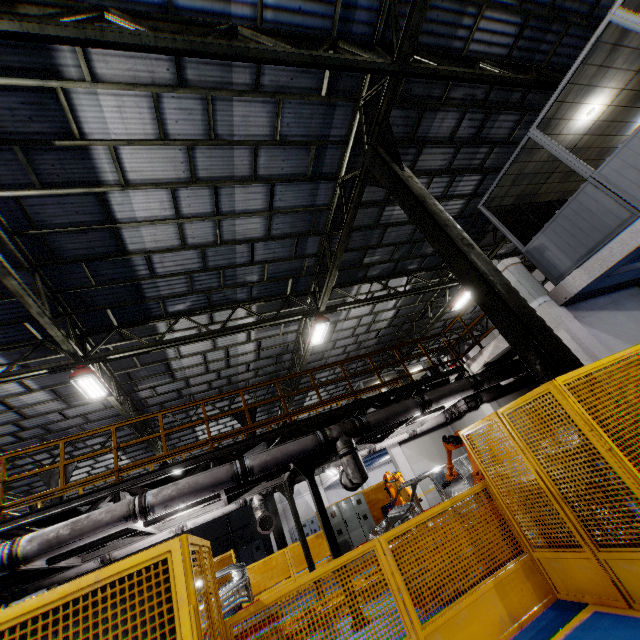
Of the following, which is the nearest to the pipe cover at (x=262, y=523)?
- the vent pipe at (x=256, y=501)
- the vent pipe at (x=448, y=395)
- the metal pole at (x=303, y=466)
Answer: the vent pipe at (x=256, y=501)

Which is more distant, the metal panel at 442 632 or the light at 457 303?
the light at 457 303

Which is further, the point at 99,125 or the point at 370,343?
the point at 370,343

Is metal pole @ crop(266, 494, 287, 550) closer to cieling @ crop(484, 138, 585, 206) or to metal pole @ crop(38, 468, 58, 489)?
metal pole @ crop(38, 468, 58, 489)

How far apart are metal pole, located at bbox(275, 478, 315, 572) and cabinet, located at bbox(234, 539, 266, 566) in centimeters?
926cm

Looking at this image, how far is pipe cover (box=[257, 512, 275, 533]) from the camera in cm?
1001

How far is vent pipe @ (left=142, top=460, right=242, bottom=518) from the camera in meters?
6.4

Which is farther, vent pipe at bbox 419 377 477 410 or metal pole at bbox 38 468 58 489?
metal pole at bbox 38 468 58 489
